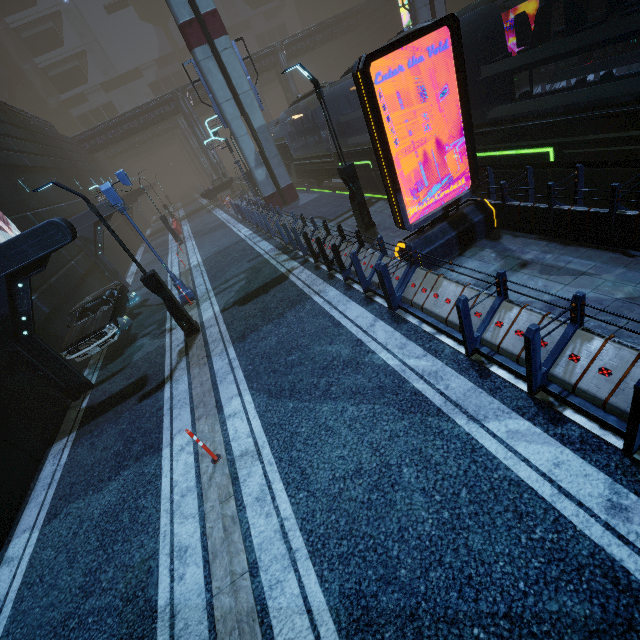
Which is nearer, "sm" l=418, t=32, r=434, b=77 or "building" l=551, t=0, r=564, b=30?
"sm" l=418, t=32, r=434, b=77

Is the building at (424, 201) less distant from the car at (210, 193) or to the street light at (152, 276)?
the street light at (152, 276)

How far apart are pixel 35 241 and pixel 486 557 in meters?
12.1 m

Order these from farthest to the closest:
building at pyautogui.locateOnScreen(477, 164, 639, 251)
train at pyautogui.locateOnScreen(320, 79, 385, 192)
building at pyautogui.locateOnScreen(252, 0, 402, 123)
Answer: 1. building at pyautogui.locateOnScreen(252, 0, 402, 123)
2. train at pyautogui.locateOnScreen(320, 79, 385, 192)
3. building at pyautogui.locateOnScreen(477, 164, 639, 251)

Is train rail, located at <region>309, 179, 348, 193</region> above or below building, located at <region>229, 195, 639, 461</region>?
below

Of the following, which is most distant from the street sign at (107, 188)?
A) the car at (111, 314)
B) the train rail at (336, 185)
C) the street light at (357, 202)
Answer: the train rail at (336, 185)

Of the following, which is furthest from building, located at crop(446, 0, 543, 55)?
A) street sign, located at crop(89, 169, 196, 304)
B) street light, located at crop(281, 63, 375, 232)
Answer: Answer: street sign, located at crop(89, 169, 196, 304)
